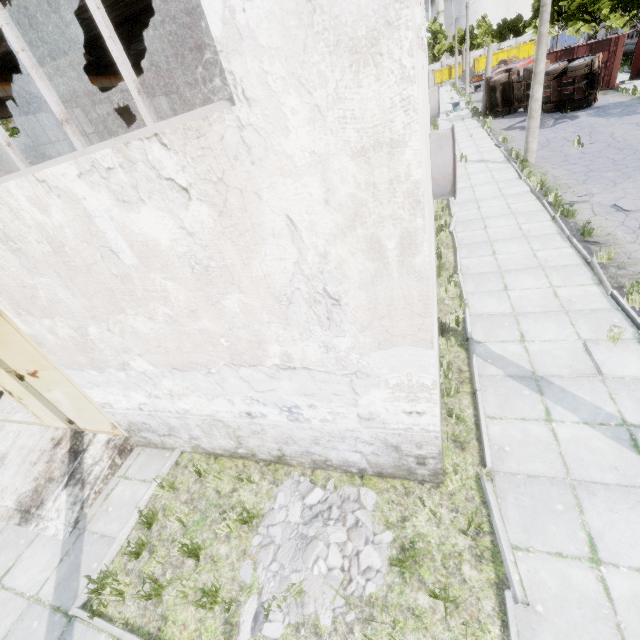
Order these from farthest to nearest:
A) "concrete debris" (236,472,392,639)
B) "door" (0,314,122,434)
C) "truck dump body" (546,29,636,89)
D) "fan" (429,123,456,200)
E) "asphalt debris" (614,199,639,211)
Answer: A: "truck dump body" (546,29,636,89) < "asphalt debris" (614,199,639,211) < "fan" (429,123,456,200) < "door" (0,314,122,434) < "concrete debris" (236,472,392,639)

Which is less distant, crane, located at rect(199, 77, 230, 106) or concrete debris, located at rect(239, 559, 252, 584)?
concrete debris, located at rect(239, 559, 252, 584)

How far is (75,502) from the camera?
6.3 meters

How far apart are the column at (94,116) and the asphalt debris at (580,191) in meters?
19.3

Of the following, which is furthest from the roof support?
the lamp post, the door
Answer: the lamp post

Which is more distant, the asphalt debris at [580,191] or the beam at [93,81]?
the beam at [93,81]

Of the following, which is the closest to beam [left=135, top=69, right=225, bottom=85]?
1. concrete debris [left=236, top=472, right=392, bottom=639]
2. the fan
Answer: concrete debris [left=236, top=472, right=392, bottom=639]

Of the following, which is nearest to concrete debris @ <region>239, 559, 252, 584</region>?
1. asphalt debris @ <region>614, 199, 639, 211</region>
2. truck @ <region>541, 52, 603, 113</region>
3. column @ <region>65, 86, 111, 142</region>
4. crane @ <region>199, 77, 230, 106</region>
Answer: asphalt debris @ <region>614, 199, 639, 211</region>
